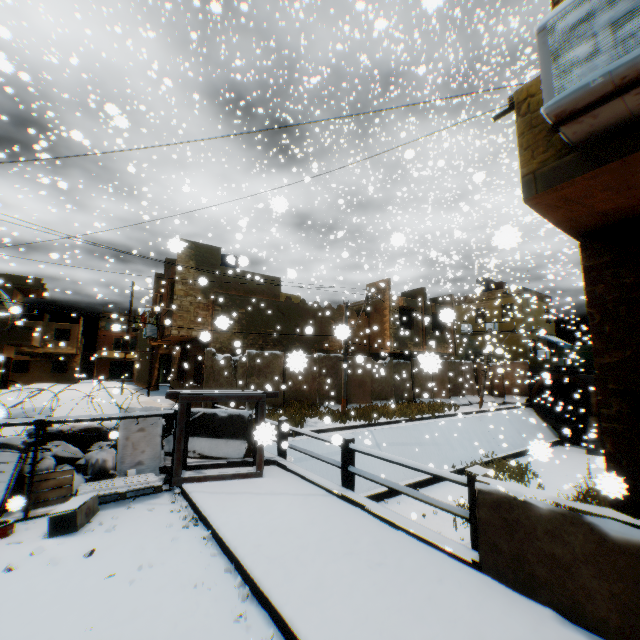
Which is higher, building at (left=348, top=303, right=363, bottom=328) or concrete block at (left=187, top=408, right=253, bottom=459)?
building at (left=348, top=303, right=363, bottom=328)

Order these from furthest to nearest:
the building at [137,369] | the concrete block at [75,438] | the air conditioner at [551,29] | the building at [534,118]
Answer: the building at [137,369] < the concrete block at [75,438] < the building at [534,118] < the air conditioner at [551,29]

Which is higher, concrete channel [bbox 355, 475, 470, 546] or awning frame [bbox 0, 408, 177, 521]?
awning frame [bbox 0, 408, 177, 521]

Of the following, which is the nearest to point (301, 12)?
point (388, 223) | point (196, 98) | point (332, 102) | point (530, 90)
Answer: point (332, 102)

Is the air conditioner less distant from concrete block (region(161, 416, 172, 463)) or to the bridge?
the bridge

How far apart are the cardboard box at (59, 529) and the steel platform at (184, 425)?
0.9 meters

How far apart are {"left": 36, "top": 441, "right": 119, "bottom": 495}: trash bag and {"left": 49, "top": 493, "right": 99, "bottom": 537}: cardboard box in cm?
64

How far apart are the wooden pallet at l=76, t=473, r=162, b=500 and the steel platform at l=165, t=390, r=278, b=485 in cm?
10
